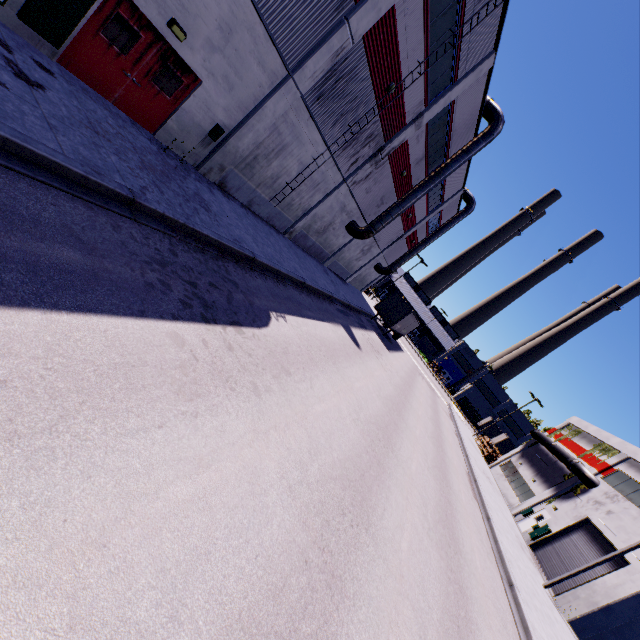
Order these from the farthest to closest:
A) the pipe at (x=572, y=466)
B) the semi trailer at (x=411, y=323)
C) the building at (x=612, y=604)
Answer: the semi trailer at (x=411, y=323) → the pipe at (x=572, y=466) → the building at (x=612, y=604)

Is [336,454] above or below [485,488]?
below

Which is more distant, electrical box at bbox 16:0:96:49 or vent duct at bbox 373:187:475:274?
vent duct at bbox 373:187:475:274

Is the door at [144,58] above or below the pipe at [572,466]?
below

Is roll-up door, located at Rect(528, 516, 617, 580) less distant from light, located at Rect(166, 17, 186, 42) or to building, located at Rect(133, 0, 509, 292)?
building, located at Rect(133, 0, 509, 292)

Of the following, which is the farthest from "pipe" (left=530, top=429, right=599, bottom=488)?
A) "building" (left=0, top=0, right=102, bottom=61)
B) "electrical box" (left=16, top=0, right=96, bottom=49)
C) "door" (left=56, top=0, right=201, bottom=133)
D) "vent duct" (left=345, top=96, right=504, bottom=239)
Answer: "electrical box" (left=16, top=0, right=96, bottom=49)

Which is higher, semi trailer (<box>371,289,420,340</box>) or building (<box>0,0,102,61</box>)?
semi trailer (<box>371,289,420,340</box>)

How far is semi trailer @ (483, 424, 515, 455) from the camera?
47.94m
